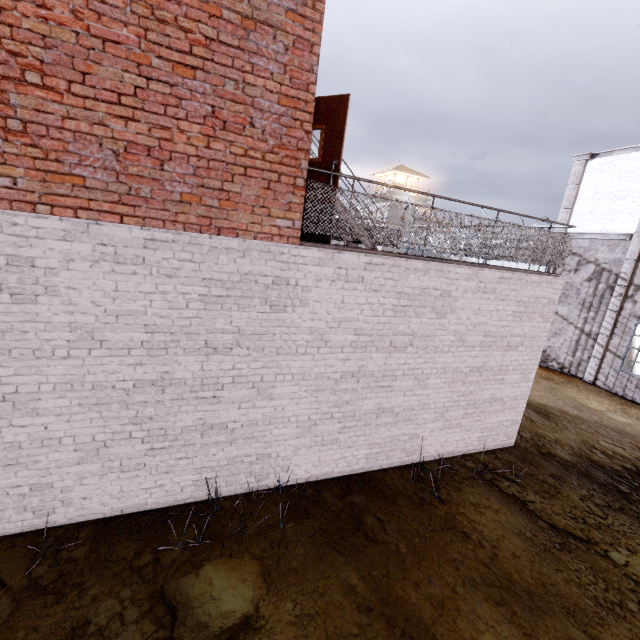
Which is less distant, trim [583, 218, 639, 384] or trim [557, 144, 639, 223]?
trim [583, 218, 639, 384]

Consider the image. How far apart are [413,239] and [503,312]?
2.7m

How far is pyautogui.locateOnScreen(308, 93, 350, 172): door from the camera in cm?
468

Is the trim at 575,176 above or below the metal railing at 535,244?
above

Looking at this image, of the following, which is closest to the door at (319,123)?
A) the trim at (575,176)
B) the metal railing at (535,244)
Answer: the metal railing at (535,244)

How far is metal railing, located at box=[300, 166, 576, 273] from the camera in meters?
4.9 m

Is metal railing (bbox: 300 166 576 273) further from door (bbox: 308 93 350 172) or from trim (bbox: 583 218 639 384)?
trim (bbox: 583 218 639 384)
